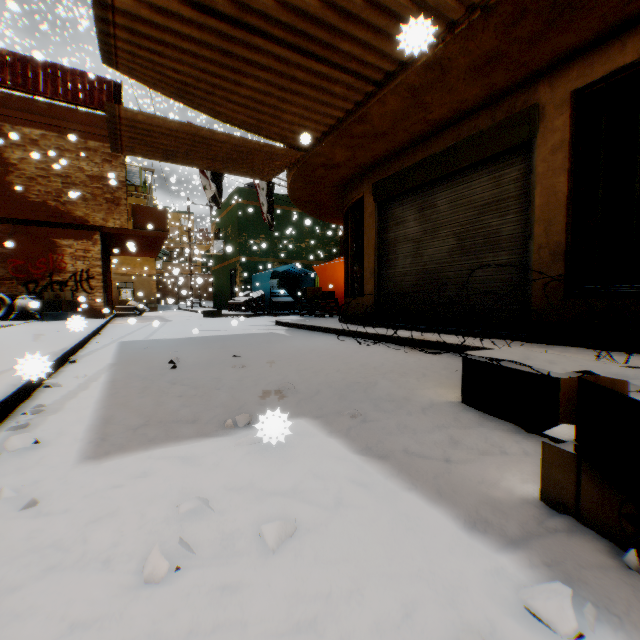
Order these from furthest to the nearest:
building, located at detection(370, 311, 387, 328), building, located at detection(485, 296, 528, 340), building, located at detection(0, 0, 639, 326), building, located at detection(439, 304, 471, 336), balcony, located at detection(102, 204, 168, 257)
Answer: balcony, located at detection(102, 204, 168, 257)
building, located at detection(370, 311, 387, 328)
building, located at detection(439, 304, 471, 336)
building, located at detection(485, 296, 528, 340)
building, located at detection(0, 0, 639, 326)

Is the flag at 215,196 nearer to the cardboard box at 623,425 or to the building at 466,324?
the building at 466,324

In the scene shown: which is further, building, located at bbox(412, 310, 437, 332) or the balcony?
the balcony

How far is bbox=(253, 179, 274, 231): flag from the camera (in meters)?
11.52

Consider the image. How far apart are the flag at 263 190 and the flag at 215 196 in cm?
59

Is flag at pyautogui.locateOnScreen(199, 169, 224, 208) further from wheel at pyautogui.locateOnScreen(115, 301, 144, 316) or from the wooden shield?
wheel at pyautogui.locateOnScreen(115, 301, 144, 316)

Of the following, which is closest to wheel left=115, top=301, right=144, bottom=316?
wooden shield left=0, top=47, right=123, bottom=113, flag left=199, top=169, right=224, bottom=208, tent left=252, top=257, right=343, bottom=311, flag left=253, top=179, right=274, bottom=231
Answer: tent left=252, top=257, right=343, bottom=311

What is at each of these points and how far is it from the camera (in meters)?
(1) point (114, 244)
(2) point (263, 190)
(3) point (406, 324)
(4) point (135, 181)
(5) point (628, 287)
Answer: (1) balcony, 14.21
(2) flag, 11.76
(3) building, 6.32
(4) air conditioner, 12.52
(5) building, 3.38
